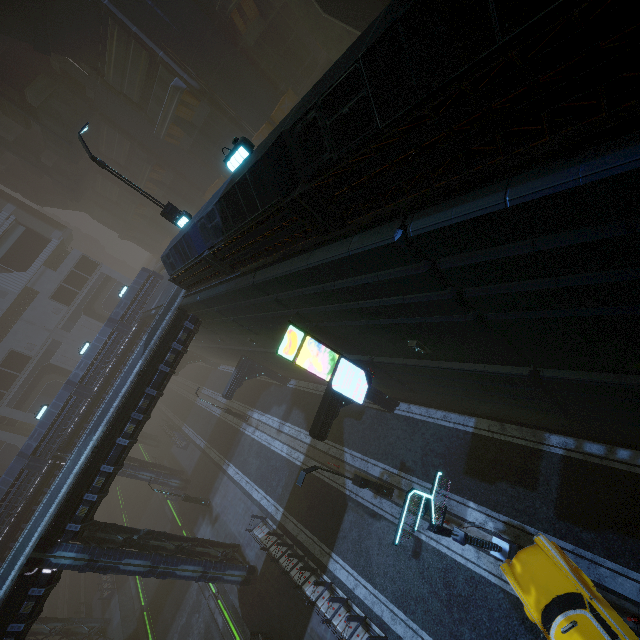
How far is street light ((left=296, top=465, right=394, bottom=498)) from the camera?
13.2 meters

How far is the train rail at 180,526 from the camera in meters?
32.0 m

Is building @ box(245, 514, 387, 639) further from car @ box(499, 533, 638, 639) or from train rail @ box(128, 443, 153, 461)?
car @ box(499, 533, 638, 639)

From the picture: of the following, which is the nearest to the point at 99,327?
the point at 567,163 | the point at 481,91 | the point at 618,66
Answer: the point at 481,91

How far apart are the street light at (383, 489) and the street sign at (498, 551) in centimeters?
492cm

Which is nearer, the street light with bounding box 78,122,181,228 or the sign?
the sign

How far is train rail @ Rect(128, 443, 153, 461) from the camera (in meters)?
47.44

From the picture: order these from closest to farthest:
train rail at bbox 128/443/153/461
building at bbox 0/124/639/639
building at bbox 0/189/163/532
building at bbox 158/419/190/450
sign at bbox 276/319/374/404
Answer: building at bbox 0/124/639/639, sign at bbox 276/319/374/404, building at bbox 0/189/163/532, building at bbox 158/419/190/450, train rail at bbox 128/443/153/461
